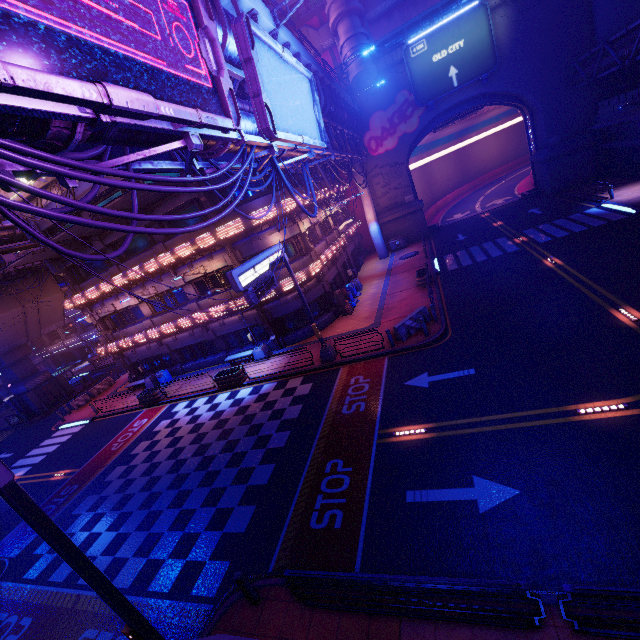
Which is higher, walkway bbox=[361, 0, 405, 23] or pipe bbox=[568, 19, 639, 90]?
walkway bbox=[361, 0, 405, 23]

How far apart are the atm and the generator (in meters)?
15.69

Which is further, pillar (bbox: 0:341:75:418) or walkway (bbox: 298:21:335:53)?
pillar (bbox: 0:341:75:418)

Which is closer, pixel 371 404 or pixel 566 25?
A: pixel 371 404

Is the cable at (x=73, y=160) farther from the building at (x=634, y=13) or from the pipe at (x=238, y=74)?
the building at (x=634, y=13)

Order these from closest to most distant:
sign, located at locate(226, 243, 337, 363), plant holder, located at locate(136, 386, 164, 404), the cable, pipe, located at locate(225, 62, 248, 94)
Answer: the cable
pipe, located at locate(225, 62, 248, 94)
sign, located at locate(226, 243, 337, 363)
plant holder, located at locate(136, 386, 164, 404)

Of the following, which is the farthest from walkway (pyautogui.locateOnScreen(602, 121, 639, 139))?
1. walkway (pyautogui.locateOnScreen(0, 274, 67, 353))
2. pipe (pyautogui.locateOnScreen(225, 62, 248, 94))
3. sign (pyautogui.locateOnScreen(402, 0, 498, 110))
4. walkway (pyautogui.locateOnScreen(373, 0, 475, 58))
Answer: walkway (pyautogui.locateOnScreen(0, 274, 67, 353))

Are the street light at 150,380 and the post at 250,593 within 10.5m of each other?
no
